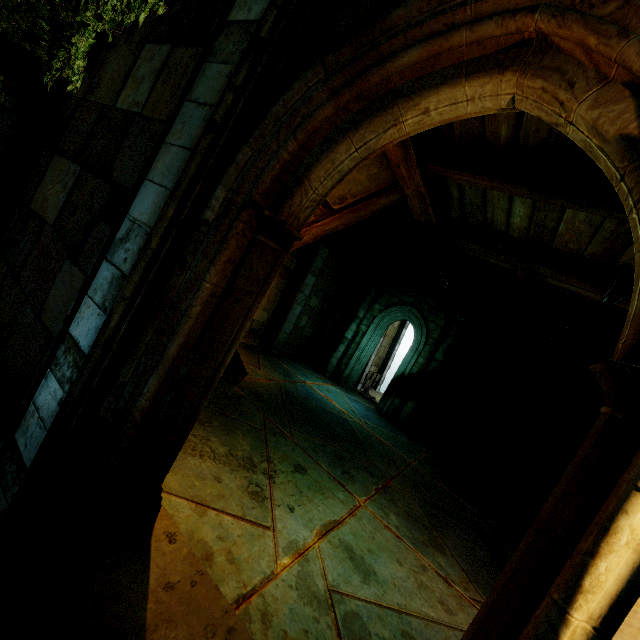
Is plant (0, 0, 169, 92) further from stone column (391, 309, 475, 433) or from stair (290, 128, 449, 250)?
stone column (391, 309, 475, 433)

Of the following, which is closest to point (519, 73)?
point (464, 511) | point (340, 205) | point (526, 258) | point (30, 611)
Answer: point (340, 205)

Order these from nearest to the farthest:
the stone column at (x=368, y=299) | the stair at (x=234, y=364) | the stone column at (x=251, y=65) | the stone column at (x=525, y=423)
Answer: the stone column at (x=251, y=65), the stair at (x=234, y=364), the stone column at (x=525, y=423), the stone column at (x=368, y=299)

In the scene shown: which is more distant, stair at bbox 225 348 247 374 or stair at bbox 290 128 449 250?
stair at bbox 225 348 247 374

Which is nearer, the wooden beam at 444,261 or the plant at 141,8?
the plant at 141,8

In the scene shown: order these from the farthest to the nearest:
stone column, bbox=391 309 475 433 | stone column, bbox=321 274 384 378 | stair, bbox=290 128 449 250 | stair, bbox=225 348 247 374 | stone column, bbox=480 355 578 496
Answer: stone column, bbox=321 274 384 378 → stone column, bbox=391 309 475 433 → stone column, bbox=480 355 578 496 → stair, bbox=225 348 247 374 → stair, bbox=290 128 449 250

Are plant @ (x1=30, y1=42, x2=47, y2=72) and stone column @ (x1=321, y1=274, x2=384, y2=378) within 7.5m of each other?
no

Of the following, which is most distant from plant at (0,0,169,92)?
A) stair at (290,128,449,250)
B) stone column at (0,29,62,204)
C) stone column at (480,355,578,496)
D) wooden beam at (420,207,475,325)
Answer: stone column at (480,355,578,496)
